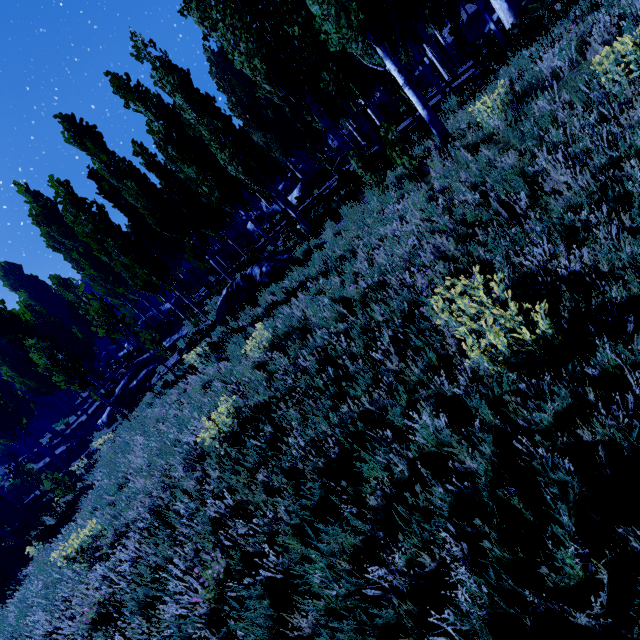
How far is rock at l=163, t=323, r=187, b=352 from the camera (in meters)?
16.72

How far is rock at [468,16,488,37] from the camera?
32.5 meters

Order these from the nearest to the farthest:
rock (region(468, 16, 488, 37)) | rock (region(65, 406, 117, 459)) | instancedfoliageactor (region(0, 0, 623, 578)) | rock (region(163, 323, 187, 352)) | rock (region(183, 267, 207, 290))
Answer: instancedfoliageactor (region(0, 0, 623, 578)) → rock (region(163, 323, 187, 352)) → rock (region(65, 406, 117, 459)) → rock (region(183, 267, 207, 290)) → rock (region(468, 16, 488, 37))

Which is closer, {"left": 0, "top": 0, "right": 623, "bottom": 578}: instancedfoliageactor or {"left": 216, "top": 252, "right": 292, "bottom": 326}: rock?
{"left": 0, "top": 0, "right": 623, "bottom": 578}: instancedfoliageactor

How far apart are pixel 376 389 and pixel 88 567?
6.2 meters

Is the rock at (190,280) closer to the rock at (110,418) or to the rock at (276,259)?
the rock at (276,259)

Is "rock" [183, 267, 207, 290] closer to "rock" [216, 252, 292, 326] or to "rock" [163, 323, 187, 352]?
"rock" [216, 252, 292, 326]

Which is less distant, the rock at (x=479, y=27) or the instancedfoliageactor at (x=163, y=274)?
the instancedfoliageactor at (x=163, y=274)
